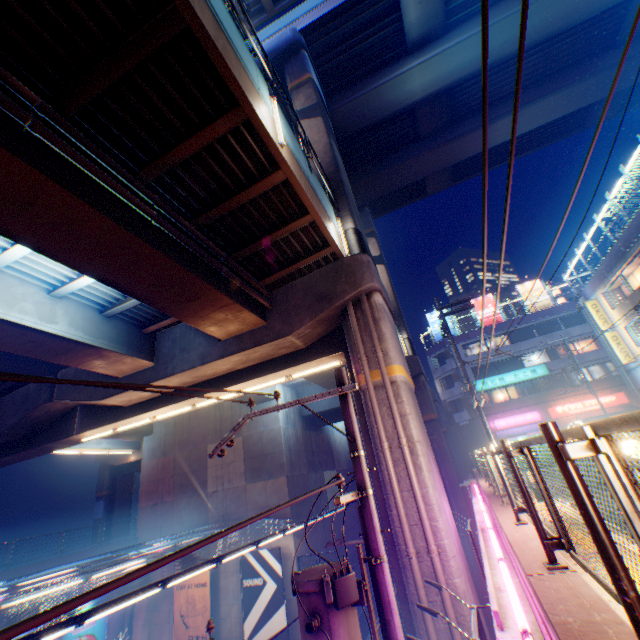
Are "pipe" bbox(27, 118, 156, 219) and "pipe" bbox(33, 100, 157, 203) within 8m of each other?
yes

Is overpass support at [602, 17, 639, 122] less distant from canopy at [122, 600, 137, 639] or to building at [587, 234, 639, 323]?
canopy at [122, 600, 137, 639]

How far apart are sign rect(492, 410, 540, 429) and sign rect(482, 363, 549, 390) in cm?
299

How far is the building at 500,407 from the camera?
34.0 meters

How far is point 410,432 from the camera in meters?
9.3 m

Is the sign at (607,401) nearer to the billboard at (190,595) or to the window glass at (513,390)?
the window glass at (513,390)

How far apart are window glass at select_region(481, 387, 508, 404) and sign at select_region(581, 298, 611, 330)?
13.54m

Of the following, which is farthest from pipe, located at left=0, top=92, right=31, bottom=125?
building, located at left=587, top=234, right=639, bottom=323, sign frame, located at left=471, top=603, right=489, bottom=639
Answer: building, located at left=587, top=234, right=639, bottom=323
